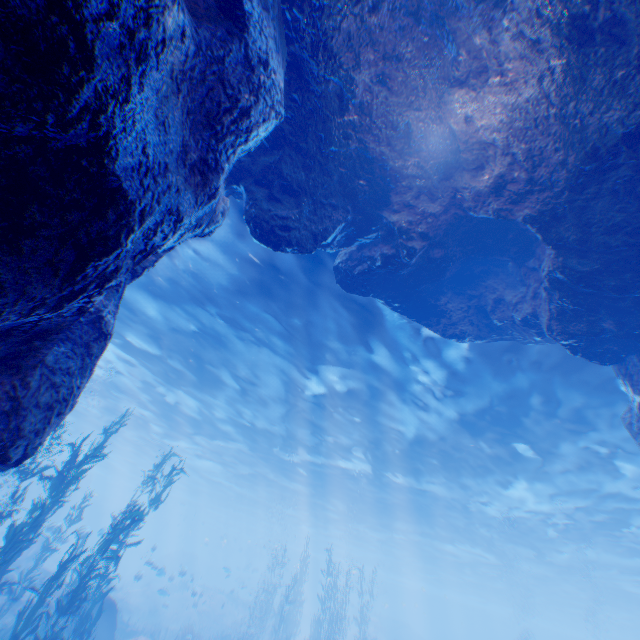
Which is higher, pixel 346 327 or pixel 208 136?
pixel 346 327

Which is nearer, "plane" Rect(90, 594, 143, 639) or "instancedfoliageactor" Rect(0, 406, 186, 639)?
"instancedfoliageactor" Rect(0, 406, 186, 639)

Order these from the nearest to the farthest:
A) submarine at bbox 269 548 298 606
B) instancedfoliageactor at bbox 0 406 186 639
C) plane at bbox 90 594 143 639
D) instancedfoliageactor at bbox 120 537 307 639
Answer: instancedfoliageactor at bbox 0 406 186 639
plane at bbox 90 594 143 639
instancedfoliageactor at bbox 120 537 307 639
submarine at bbox 269 548 298 606

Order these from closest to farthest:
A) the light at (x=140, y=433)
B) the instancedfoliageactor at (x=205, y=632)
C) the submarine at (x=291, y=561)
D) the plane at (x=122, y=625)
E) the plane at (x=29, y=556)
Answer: → the light at (x=140, y=433) < the plane at (x=122, y=625) < the plane at (x=29, y=556) < the instancedfoliageactor at (x=205, y=632) < the submarine at (x=291, y=561)

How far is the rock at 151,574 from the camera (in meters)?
21.22

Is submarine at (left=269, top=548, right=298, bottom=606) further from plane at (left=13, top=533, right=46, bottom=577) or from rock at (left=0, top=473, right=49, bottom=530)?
plane at (left=13, top=533, right=46, bottom=577)
